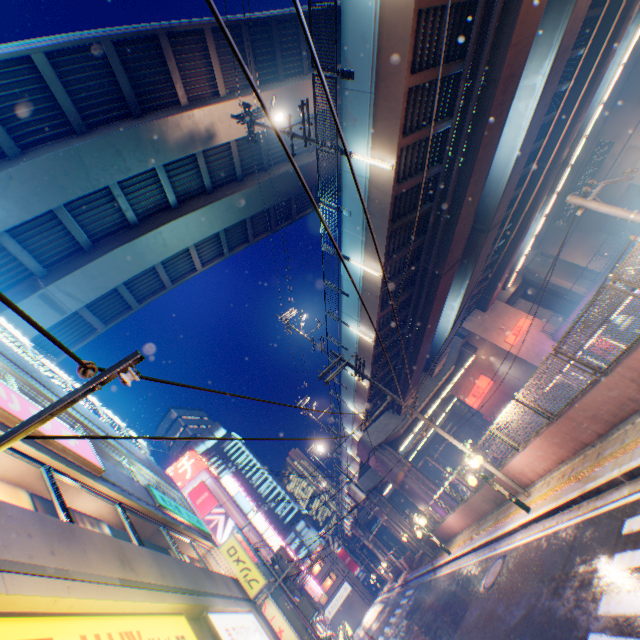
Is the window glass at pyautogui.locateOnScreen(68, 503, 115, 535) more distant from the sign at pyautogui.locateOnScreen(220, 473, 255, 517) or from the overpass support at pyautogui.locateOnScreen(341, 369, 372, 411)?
the sign at pyautogui.locateOnScreen(220, 473, 255, 517)

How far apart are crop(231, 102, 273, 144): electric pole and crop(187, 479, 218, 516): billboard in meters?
45.6

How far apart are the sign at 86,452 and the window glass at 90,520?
0.6m

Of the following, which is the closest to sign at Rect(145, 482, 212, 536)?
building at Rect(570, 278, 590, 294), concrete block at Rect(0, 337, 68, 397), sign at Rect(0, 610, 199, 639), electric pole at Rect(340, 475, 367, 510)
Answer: concrete block at Rect(0, 337, 68, 397)

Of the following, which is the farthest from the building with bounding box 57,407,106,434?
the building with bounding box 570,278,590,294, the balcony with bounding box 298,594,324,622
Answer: the building with bounding box 570,278,590,294

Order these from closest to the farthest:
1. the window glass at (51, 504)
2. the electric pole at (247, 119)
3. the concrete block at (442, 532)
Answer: the window glass at (51, 504)
the concrete block at (442, 532)
the electric pole at (247, 119)

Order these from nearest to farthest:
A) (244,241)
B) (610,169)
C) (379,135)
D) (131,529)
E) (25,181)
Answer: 1. (131,529)
2. (379,135)
3. (25,181)
4. (244,241)
5. (610,169)

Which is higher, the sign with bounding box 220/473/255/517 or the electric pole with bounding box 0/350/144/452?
the sign with bounding box 220/473/255/517
